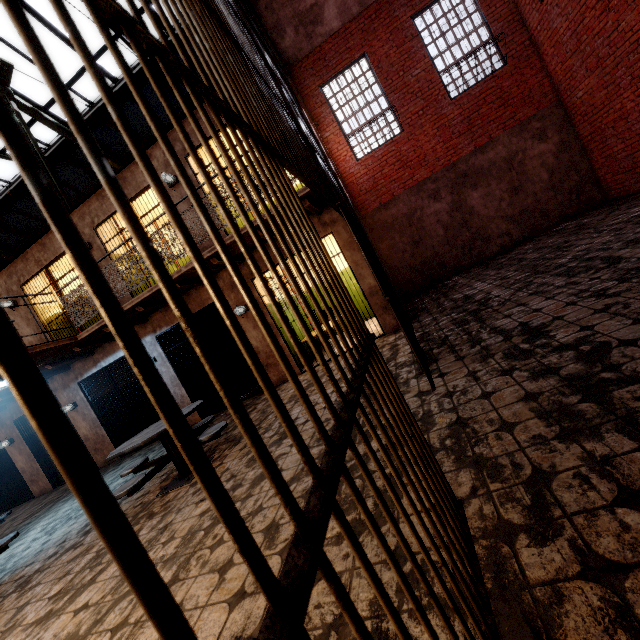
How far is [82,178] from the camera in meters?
10.9 m

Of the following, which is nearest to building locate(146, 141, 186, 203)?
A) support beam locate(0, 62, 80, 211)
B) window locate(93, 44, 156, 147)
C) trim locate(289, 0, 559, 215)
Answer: support beam locate(0, 62, 80, 211)

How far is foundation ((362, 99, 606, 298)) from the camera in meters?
8.7

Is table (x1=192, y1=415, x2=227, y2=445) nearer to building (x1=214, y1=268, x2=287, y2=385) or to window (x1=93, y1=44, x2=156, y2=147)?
building (x1=214, y1=268, x2=287, y2=385)

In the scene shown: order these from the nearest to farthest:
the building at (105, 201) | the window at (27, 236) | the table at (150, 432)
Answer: the table at (150, 432) < the building at (105, 201) < the window at (27, 236)

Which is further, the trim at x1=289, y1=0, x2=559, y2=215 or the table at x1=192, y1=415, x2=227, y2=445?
the trim at x1=289, y1=0, x2=559, y2=215

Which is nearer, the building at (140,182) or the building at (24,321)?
the building at (140,182)

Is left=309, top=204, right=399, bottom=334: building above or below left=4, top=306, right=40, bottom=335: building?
below
